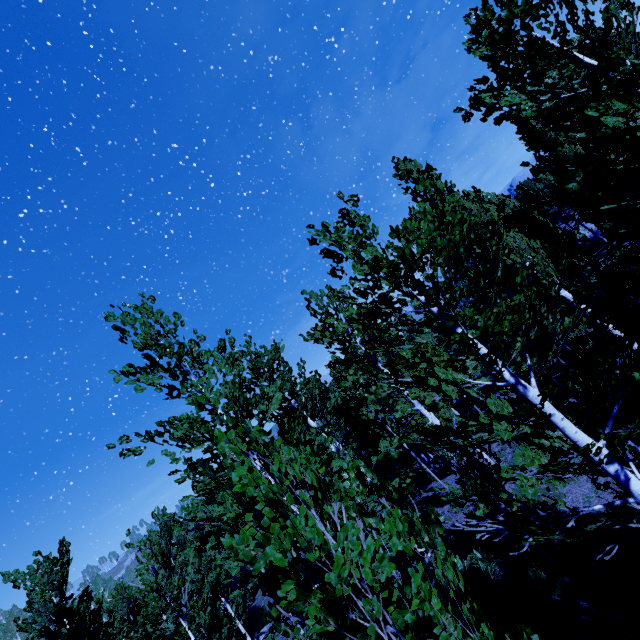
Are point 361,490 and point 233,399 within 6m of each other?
yes
